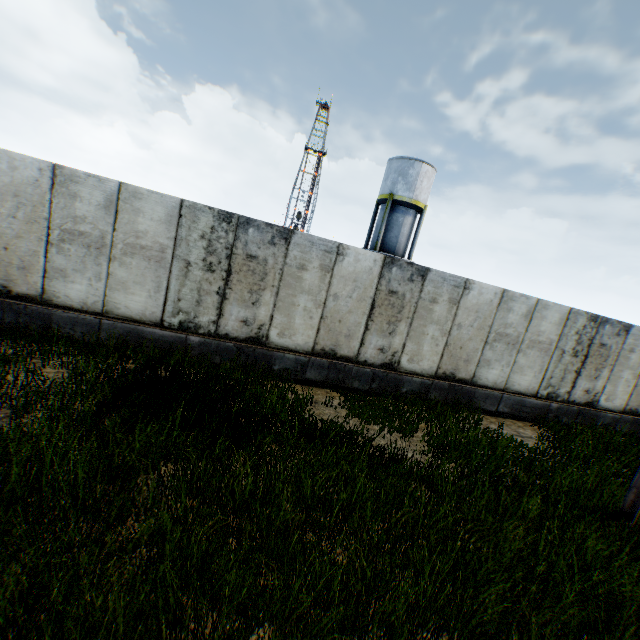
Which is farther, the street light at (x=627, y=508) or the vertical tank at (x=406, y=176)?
the vertical tank at (x=406, y=176)

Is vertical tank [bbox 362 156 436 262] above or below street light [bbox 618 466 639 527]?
above

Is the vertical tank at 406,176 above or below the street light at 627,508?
above

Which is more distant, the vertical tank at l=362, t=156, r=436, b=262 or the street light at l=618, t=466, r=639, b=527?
the vertical tank at l=362, t=156, r=436, b=262

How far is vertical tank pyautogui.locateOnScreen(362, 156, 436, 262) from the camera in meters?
25.2 m

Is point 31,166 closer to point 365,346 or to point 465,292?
point 365,346
